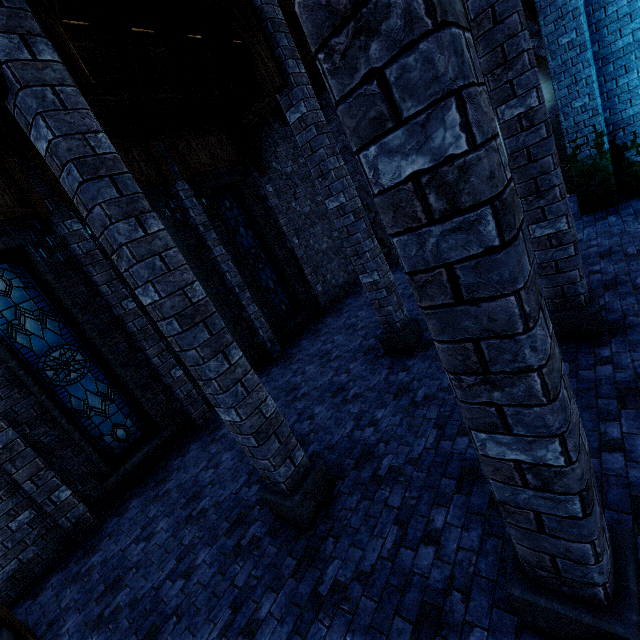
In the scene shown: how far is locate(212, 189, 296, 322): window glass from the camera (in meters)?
10.28

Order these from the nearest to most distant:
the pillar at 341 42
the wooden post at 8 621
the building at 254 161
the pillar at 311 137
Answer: the pillar at 341 42
the wooden post at 8 621
the pillar at 311 137
the building at 254 161

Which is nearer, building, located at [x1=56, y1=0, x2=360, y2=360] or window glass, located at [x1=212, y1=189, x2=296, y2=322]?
building, located at [x1=56, y1=0, x2=360, y2=360]

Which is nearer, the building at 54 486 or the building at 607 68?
the building at 54 486

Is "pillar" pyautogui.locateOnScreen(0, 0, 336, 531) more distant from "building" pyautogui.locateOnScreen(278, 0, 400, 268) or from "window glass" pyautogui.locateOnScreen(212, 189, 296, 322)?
"window glass" pyautogui.locateOnScreen(212, 189, 296, 322)

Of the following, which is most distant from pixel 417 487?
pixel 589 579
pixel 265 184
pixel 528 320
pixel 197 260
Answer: pixel 265 184

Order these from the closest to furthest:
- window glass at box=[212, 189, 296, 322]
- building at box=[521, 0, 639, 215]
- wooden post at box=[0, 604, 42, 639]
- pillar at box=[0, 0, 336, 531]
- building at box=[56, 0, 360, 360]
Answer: pillar at box=[0, 0, 336, 531], wooden post at box=[0, 604, 42, 639], building at box=[56, 0, 360, 360], building at box=[521, 0, 639, 215], window glass at box=[212, 189, 296, 322]

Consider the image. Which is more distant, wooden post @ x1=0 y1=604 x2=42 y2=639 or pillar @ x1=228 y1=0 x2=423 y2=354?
pillar @ x1=228 y1=0 x2=423 y2=354
